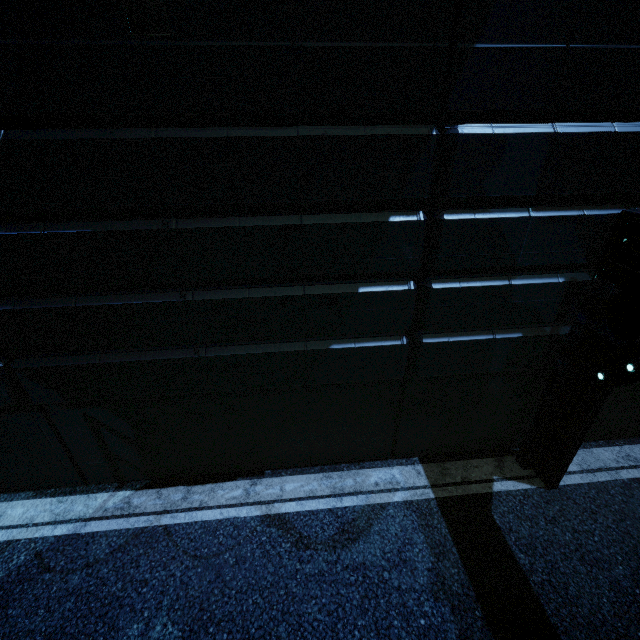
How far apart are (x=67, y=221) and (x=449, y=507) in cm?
729
